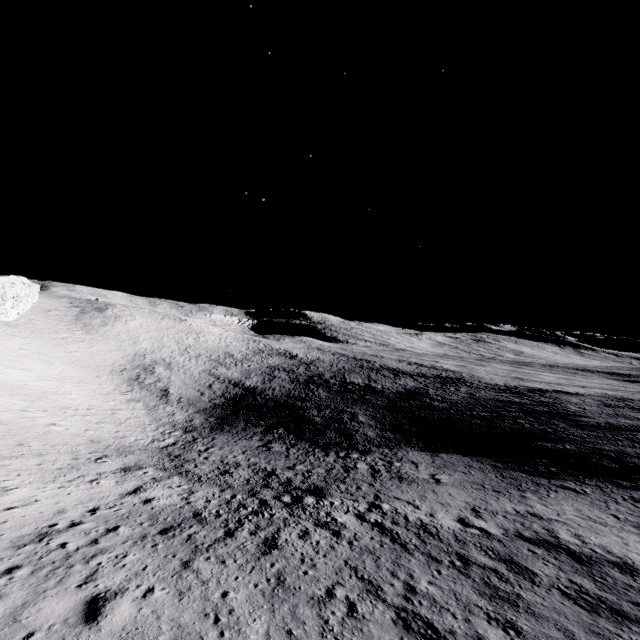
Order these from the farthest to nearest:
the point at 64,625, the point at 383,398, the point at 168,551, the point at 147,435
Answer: the point at 383,398, the point at 147,435, the point at 168,551, the point at 64,625
